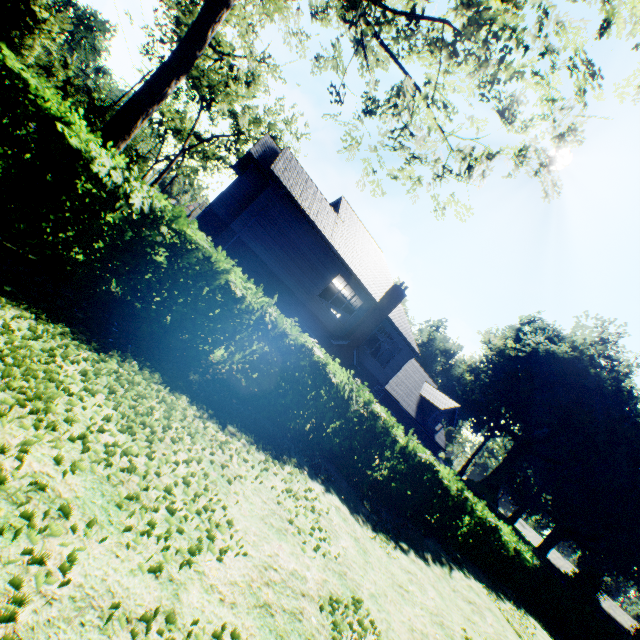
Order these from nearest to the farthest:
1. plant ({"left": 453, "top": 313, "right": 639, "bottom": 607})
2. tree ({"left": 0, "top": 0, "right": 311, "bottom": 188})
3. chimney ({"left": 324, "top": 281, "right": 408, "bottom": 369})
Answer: tree ({"left": 0, "top": 0, "right": 311, "bottom": 188}), chimney ({"left": 324, "top": 281, "right": 408, "bottom": 369}), plant ({"left": 453, "top": 313, "right": 639, "bottom": 607})

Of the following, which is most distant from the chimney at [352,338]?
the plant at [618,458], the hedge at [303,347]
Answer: the plant at [618,458]

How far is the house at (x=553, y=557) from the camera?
53.84m

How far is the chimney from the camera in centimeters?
2011cm

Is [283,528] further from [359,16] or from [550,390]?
[550,390]

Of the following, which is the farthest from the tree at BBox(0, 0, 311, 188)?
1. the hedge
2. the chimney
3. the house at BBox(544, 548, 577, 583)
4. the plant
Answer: the house at BBox(544, 548, 577, 583)

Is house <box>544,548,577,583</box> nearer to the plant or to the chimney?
the plant
